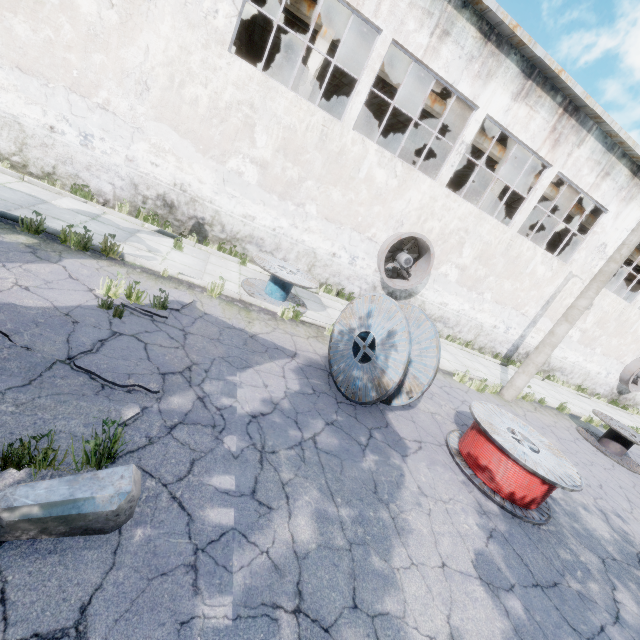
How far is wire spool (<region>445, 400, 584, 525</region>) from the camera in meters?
5.3

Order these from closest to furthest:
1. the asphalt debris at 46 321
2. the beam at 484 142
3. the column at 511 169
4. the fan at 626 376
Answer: the asphalt debris at 46 321, the beam at 484 142, the column at 511 169, the fan at 626 376

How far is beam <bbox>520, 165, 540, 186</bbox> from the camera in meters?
15.4 m

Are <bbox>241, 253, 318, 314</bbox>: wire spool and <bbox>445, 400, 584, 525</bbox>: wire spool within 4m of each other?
no

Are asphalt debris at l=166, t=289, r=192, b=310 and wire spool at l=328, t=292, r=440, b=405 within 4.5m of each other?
yes

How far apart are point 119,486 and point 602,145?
17.98m

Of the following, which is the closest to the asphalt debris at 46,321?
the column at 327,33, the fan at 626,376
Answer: the column at 327,33

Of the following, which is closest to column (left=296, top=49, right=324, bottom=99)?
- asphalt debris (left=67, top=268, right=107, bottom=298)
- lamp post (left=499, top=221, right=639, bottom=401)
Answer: asphalt debris (left=67, top=268, right=107, bottom=298)
